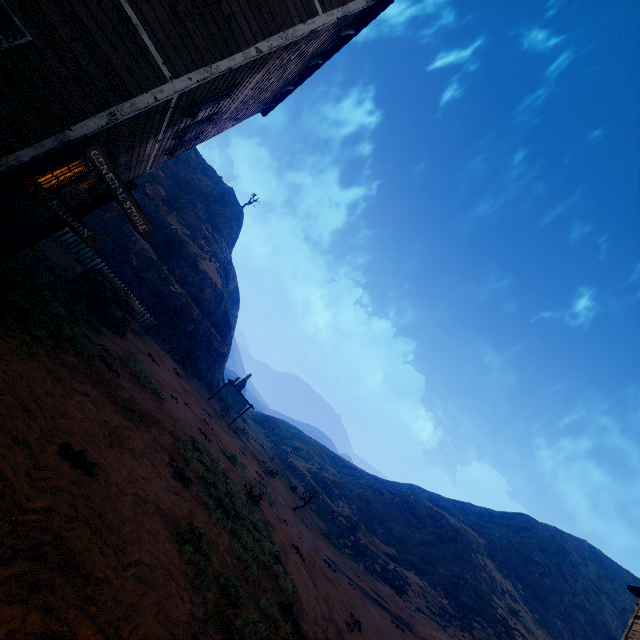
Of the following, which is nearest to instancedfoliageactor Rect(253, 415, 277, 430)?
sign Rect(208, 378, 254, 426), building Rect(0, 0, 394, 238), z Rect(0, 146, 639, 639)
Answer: z Rect(0, 146, 639, 639)

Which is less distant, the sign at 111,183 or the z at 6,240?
the sign at 111,183

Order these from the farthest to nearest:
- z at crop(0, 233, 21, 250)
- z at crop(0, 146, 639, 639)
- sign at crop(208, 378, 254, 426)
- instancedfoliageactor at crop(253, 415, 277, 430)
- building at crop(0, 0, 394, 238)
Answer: instancedfoliageactor at crop(253, 415, 277, 430), sign at crop(208, 378, 254, 426), z at crop(0, 233, 21, 250), building at crop(0, 0, 394, 238), z at crop(0, 146, 639, 639)

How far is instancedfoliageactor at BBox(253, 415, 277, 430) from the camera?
53.9m

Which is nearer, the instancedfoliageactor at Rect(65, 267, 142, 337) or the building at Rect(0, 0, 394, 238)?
the building at Rect(0, 0, 394, 238)

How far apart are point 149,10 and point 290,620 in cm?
1240

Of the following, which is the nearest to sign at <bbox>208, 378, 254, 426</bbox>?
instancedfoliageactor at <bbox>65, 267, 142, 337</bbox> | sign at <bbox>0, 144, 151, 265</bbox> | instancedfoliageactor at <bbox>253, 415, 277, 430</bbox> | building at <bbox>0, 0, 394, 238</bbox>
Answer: instancedfoliageactor at <bbox>65, 267, 142, 337</bbox>

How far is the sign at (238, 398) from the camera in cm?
2389
